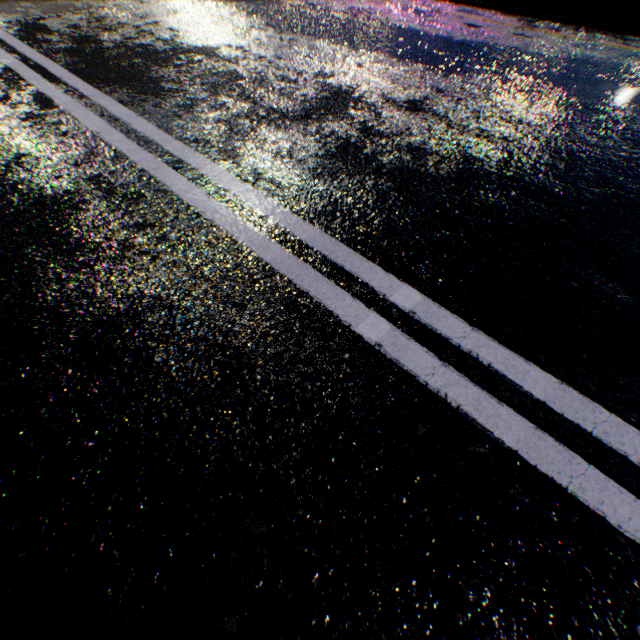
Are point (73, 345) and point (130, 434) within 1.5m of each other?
yes
